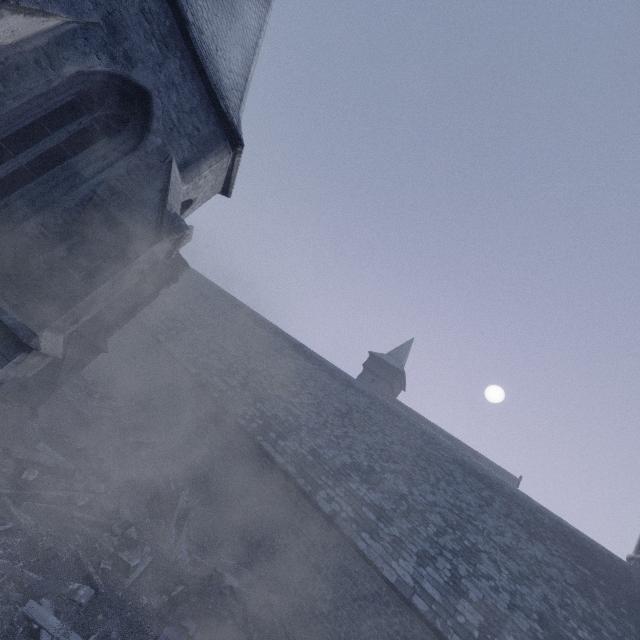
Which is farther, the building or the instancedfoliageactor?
the building

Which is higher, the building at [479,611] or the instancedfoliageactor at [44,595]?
the building at [479,611]

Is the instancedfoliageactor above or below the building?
below

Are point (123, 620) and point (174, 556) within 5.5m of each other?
yes

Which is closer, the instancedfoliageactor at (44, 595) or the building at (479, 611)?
the instancedfoliageactor at (44, 595)
